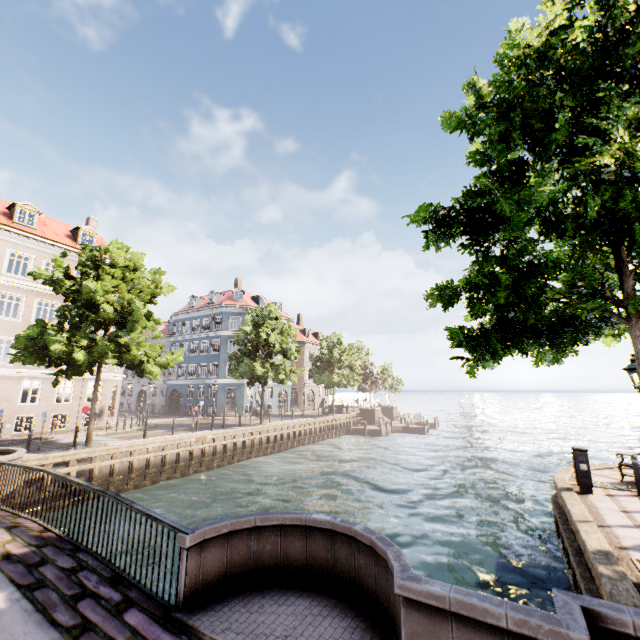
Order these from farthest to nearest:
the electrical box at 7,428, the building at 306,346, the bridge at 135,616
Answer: the building at 306,346 < the electrical box at 7,428 < the bridge at 135,616

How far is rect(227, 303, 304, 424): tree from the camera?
27.2 meters

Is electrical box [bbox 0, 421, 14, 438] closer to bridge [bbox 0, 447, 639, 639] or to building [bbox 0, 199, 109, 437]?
bridge [bbox 0, 447, 639, 639]

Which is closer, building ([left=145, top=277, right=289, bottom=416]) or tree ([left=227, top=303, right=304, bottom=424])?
tree ([left=227, top=303, right=304, bottom=424])

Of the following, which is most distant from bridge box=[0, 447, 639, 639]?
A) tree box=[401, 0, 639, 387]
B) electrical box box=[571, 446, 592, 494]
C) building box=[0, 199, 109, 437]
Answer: building box=[0, 199, 109, 437]

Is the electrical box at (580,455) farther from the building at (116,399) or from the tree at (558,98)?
the building at (116,399)

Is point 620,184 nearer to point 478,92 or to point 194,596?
point 478,92

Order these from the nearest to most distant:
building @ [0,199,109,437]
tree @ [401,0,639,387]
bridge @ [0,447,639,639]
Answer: bridge @ [0,447,639,639] → tree @ [401,0,639,387] → building @ [0,199,109,437]
